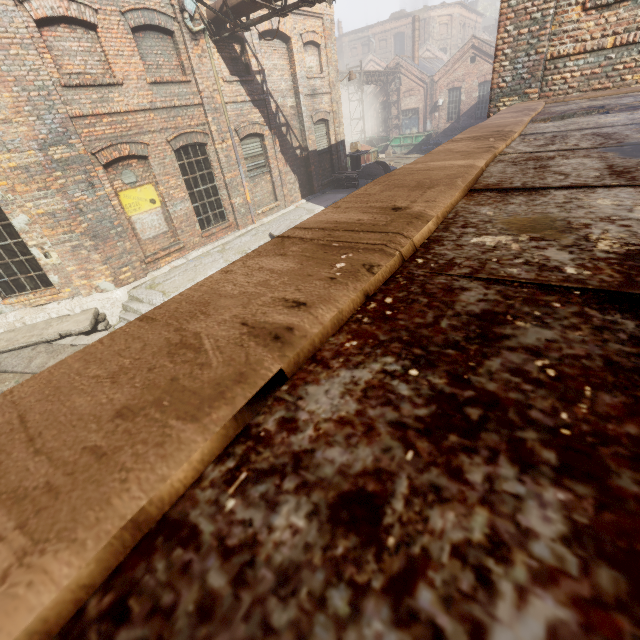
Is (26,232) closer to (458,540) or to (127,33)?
(127,33)

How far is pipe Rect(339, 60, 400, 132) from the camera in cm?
2541

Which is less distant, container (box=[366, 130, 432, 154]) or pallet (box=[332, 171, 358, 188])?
pallet (box=[332, 171, 358, 188])

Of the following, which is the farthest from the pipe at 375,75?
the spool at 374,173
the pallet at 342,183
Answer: the pallet at 342,183

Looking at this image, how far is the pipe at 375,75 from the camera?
25.41m

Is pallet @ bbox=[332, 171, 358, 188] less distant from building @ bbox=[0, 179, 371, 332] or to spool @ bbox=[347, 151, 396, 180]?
building @ bbox=[0, 179, 371, 332]

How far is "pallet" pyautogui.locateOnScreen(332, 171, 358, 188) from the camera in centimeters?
1530cm

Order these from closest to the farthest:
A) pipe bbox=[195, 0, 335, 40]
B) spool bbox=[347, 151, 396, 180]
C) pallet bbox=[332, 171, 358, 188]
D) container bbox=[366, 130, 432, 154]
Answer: pipe bbox=[195, 0, 335, 40]
pallet bbox=[332, 171, 358, 188]
spool bbox=[347, 151, 396, 180]
container bbox=[366, 130, 432, 154]
